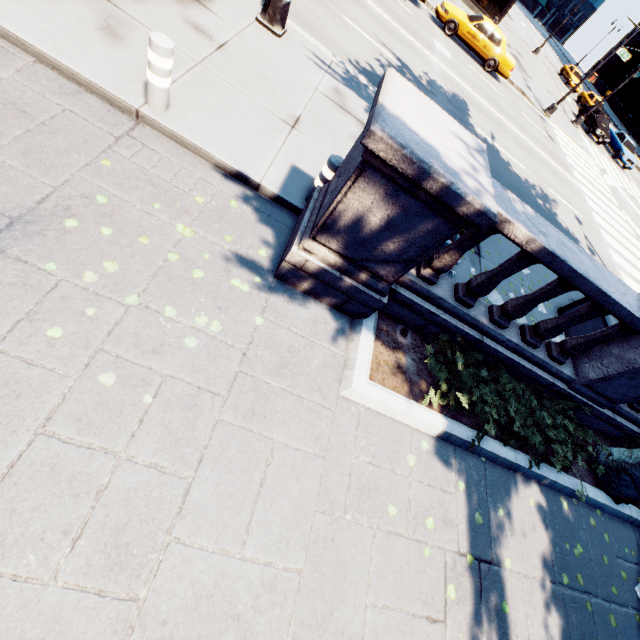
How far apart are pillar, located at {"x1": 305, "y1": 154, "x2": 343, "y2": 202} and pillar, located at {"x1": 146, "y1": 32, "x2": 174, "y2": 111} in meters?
Answer: 2.3

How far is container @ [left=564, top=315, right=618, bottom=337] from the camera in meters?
6.7 m

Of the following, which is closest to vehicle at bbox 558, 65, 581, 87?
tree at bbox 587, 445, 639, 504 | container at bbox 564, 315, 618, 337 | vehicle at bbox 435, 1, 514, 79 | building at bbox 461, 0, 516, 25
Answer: building at bbox 461, 0, 516, 25

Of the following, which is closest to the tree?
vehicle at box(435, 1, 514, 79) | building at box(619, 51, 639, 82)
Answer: vehicle at box(435, 1, 514, 79)

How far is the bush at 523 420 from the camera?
4.46m

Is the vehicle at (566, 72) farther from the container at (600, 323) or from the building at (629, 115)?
the container at (600, 323)

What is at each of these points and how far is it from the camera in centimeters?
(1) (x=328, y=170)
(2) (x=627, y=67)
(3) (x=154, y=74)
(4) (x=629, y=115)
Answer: (1) pillar, 452cm
(2) building, 5962cm
(3) pillar, 401cm
(4) building, 5444cm

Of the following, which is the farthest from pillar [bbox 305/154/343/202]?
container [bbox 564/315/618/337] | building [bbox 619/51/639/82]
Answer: building [bbox 619/51/639/82]
